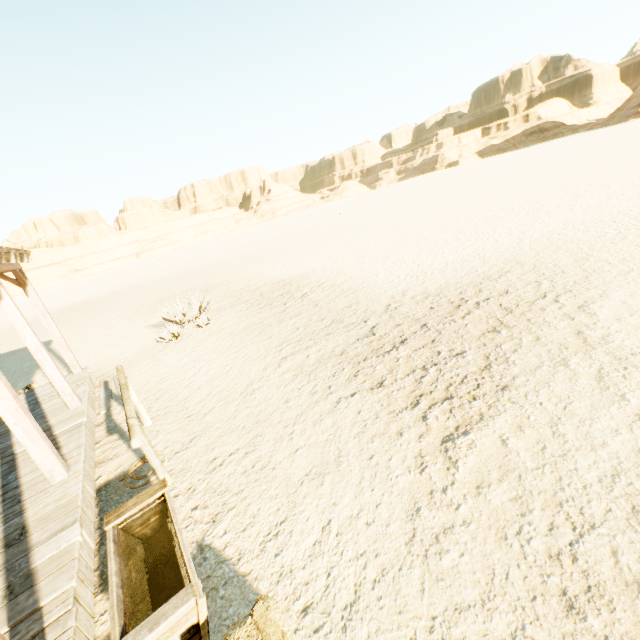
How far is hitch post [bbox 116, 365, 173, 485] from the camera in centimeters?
336cm

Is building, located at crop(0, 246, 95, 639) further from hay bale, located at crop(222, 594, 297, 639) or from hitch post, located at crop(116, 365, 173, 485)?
hitch post, located at crop(116, 365, 173, 485)

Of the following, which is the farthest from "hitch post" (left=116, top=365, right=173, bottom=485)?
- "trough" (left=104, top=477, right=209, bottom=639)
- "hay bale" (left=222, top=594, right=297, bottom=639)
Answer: "hay bale" (left=222, top=594, right=297, bottom=639)

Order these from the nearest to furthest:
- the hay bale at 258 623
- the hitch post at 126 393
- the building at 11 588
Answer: the hay bale at 258 623 < the building at 11 588 < the hitch post at 126 393

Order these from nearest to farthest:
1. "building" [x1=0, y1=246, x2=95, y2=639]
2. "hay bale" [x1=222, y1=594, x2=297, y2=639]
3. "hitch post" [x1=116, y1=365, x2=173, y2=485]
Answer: "hay bale" [x1=222, y1=594, x2=297, y2=639]
"building" [x1=0, y1=246, x2=95, y2=639]
"hitch post" [x1=116, y1=365, x2=173, y2=485]

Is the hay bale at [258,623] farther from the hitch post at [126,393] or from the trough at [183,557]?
the hitch post at [126,393]

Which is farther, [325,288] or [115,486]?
[325,288]

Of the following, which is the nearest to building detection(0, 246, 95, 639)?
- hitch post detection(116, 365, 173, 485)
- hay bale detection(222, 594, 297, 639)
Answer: hay bale detection(222, 594, 297, 639)
